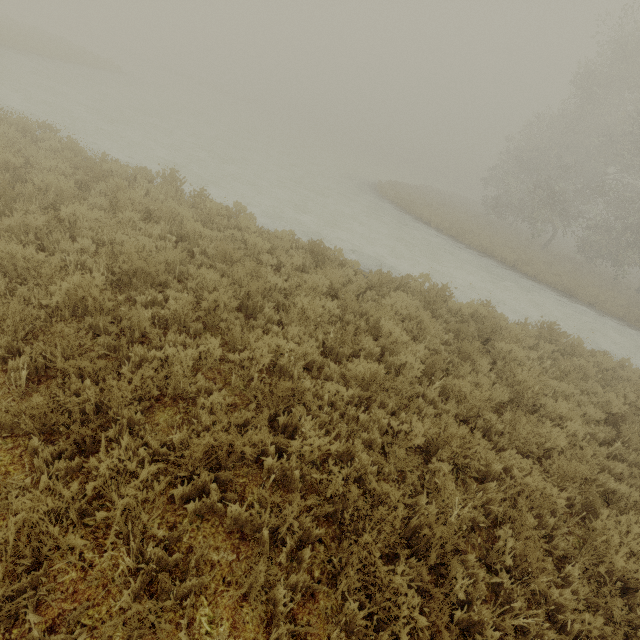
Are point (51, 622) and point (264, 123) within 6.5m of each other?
no
